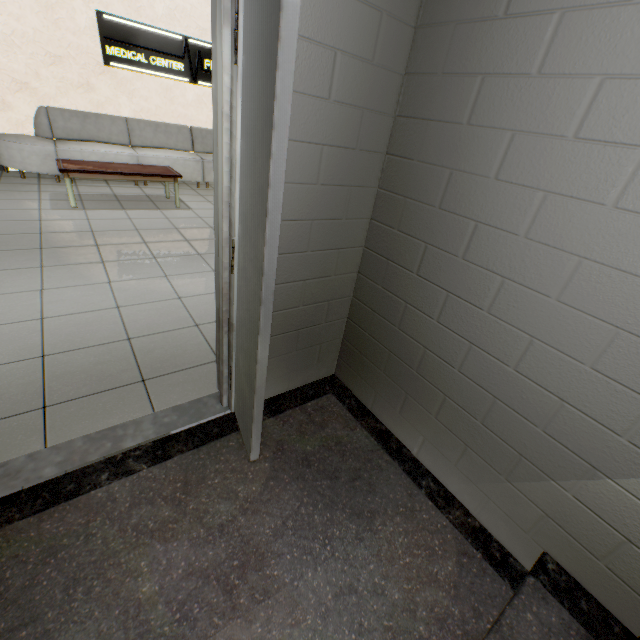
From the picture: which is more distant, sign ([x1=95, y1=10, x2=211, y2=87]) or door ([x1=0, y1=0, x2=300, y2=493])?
sign ([x1=95, y1=10, x2=211, y2=87])

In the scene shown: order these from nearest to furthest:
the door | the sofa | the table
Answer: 1. the door
2. the table
3. the sofa

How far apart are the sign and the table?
2.1m

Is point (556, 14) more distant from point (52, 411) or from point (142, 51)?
point (142, 51)

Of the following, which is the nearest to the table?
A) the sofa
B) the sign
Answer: the sofa

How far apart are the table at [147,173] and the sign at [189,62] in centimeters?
212cm

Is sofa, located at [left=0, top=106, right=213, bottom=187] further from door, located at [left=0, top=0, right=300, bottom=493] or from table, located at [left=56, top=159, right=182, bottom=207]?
door, located at [left=0, top=0, right=300, bottom=493]

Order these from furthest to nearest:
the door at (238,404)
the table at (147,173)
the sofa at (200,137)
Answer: the sofa at (200,137)
the table at (147,173)
the door at (238,404)
